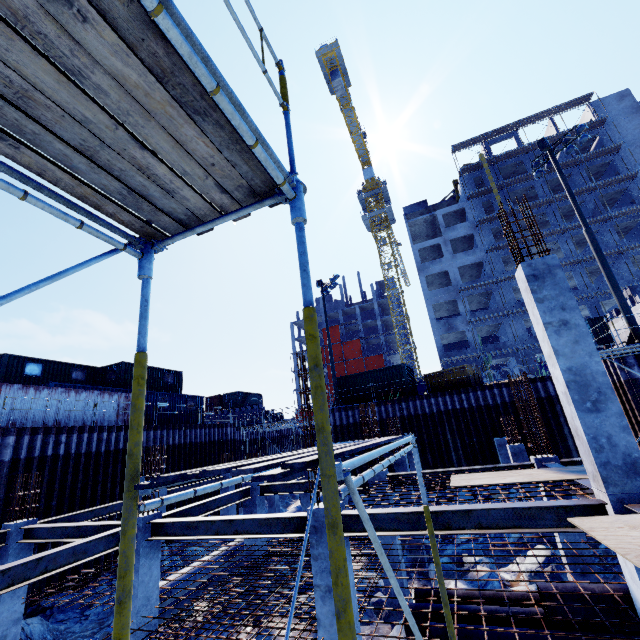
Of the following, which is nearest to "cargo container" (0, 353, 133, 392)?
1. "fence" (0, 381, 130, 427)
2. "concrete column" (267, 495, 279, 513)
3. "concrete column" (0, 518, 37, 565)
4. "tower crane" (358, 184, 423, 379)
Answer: "fence" (0, 381, 130, 427)

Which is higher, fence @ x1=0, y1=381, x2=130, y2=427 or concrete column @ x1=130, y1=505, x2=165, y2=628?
fence @ x1=0, y1=381, x2=130, y2=427

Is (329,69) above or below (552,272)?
above

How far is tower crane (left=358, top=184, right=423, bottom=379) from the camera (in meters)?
51.22

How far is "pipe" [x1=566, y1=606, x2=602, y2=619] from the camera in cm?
615

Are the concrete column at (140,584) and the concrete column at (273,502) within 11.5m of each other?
no

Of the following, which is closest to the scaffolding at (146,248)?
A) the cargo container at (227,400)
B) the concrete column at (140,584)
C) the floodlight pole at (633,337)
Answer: the concrete column at (140,584)

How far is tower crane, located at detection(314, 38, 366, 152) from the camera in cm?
4406
